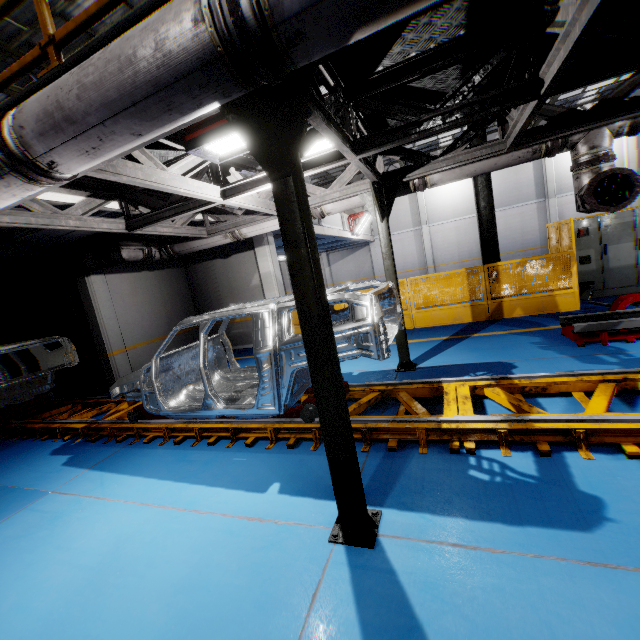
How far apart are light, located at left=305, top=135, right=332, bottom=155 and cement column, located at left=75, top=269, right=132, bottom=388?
6.17m

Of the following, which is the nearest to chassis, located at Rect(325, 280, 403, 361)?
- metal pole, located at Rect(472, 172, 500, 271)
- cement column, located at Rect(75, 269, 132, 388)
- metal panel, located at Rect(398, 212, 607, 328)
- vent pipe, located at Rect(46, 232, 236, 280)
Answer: cement column, located at Rect(75, 269, 132, 388)

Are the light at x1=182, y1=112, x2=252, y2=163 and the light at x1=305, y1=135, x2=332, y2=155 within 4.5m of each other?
yes

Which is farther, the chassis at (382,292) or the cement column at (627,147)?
the cement column at (627,147)

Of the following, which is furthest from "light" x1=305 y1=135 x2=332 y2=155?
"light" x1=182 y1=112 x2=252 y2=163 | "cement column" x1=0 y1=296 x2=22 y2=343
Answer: "cement column" x1=0 y1=296 x2=22 y2=343

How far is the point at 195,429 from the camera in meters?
4.8 m

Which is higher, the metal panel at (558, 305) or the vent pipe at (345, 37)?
the vent pipe at (345, 37)

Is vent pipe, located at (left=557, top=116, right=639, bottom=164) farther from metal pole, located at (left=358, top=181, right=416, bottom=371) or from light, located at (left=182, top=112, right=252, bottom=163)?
light, located at (left=182, top=112, right=252, bottom=163)
